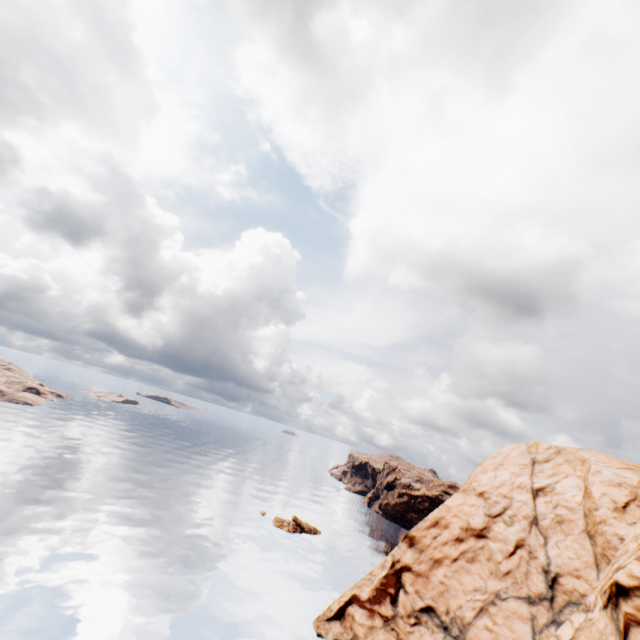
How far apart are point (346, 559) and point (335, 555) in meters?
2.1 m
